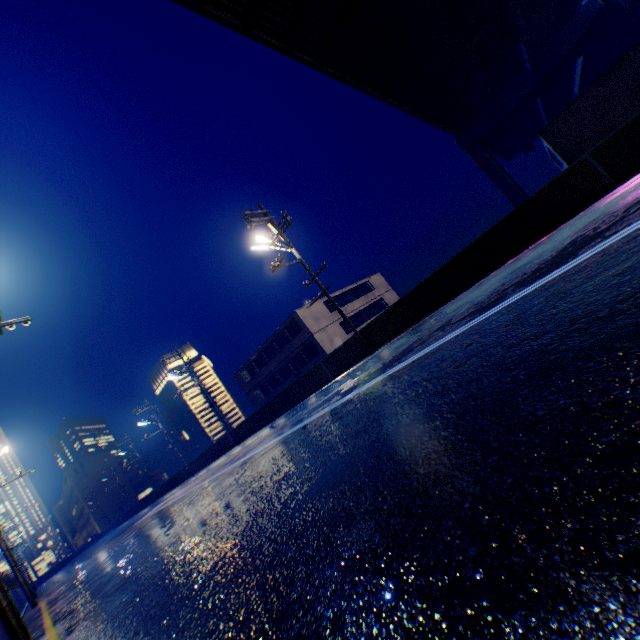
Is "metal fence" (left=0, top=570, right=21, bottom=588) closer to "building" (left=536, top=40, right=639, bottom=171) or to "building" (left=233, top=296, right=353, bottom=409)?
"building" (left=233, top=296, right=353, bottom=409)

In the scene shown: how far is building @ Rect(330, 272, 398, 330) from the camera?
38.4 meters

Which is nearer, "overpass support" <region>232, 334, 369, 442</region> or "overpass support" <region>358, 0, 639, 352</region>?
"overpass support" <region>358, 0, 639, 352</region>

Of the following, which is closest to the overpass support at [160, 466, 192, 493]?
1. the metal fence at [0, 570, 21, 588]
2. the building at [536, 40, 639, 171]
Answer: the metal fence at [0, 570, 21, 588]

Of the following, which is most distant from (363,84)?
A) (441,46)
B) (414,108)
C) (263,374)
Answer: (263,374)

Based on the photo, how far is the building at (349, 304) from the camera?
38.41m

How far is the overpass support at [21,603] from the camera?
15.9 meters
